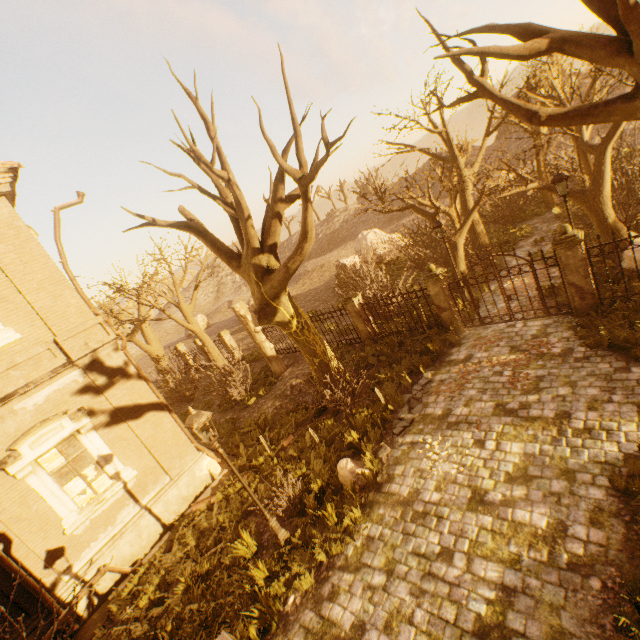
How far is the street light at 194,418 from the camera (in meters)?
6.53

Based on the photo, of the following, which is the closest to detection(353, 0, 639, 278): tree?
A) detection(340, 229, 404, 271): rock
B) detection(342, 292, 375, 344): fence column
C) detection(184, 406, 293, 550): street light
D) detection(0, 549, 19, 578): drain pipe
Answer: detection(342, 292, 375, 344): fence column

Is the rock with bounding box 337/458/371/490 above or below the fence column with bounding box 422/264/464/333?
below

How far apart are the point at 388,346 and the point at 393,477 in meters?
6.4

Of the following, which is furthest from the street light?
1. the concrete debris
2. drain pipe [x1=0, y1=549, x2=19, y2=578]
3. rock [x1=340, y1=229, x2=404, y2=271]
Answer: rock [x1=340, y1=229, x2=404, y2=271]

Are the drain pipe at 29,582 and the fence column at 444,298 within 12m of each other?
no

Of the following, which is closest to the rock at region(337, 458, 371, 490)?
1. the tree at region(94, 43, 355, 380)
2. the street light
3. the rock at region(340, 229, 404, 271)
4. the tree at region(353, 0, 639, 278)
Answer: the street light

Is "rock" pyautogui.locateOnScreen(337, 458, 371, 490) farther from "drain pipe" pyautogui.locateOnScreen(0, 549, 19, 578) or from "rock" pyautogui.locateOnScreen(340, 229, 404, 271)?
"rock" pyautogui.locateOnScreen(340, 229, 404, 271)
